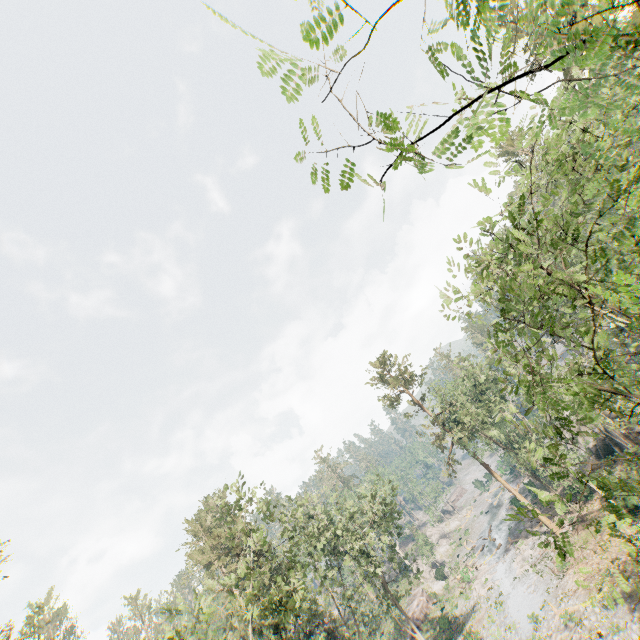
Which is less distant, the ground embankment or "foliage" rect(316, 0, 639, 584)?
"foliage" rect(316, 0, 639, 584)

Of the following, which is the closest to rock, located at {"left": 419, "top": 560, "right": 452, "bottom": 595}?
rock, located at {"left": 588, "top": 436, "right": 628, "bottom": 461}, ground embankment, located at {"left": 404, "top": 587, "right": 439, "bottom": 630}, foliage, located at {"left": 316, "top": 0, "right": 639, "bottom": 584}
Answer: ground embankment, located at {"left": 404, "top": 587, "right": 439, "bottom": 630}

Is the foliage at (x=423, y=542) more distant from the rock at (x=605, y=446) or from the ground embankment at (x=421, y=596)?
the rock at (x=605, y=446)

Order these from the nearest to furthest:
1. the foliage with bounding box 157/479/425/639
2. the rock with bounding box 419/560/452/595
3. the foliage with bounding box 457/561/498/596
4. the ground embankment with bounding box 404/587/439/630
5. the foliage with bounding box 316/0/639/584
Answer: the foliage with bounding box 316/0/639/584 < the foliage with bounding box 157/479/425/639 < the foliage with bounding box 457/561/498/596 < the ground embankment with bounding box 404/587/439/630 < the rock with bounding box 419/560/452/595

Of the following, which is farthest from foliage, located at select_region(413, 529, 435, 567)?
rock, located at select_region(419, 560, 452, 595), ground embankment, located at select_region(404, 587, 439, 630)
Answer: rock, located at select_region(419, 560, 452, 595)

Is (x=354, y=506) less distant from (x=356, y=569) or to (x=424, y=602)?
(x=356, y=569)

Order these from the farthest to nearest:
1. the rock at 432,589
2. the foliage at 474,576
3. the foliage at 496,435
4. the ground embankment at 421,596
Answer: the rock at 432,589
the ground embankment at 421,596
the foliage at 474,576
the foliage at 496,435
